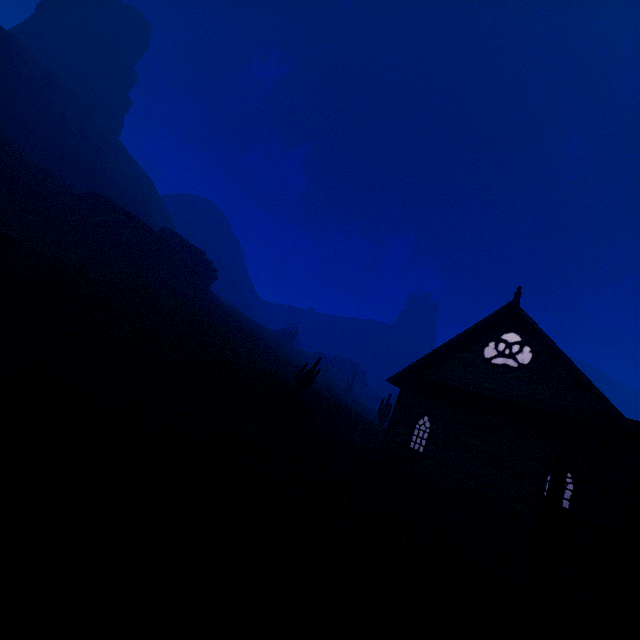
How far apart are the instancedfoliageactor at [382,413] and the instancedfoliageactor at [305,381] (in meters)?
14.74

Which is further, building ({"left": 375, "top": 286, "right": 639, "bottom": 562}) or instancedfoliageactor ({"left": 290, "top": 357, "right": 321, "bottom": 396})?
instancedfoliageactor ({"left": 290, "top": 357, "right": 321, "bottom": 396})

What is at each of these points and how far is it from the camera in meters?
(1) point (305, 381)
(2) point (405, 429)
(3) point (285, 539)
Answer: (1) instancedfoliageactor, 18.1
(2) building, 17.4
(3) z, 6.0

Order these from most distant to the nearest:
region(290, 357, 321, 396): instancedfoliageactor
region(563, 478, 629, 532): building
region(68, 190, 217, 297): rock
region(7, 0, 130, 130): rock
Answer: region(7, 0, 130, 130): rock < region(68, 190, 217, 297): rock < region(290, 357, 321, 396): instancedfoliageactor < region(563, 478, 629, 532): building

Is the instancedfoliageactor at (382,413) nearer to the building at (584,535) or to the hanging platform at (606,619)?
the building at (584,535)

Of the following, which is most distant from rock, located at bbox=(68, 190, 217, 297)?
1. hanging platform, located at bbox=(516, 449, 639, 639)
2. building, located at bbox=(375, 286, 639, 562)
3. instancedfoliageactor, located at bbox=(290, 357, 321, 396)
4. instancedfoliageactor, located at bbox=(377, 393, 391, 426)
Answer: hanging platform, located at bbox=(516, 449, 639, 639)

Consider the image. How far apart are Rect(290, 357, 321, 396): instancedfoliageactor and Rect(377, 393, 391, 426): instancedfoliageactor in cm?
1474

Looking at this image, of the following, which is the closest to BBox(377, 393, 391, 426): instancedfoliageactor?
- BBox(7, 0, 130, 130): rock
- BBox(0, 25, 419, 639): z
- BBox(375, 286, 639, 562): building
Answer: BBox(0, 25, 419, 639): z
